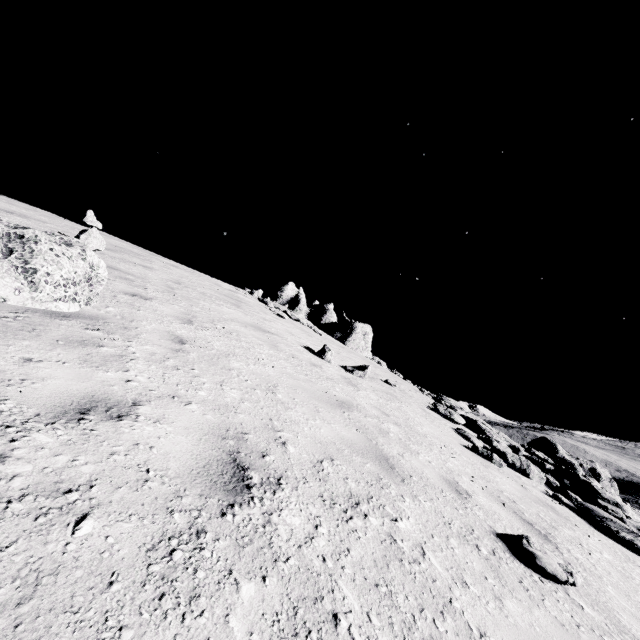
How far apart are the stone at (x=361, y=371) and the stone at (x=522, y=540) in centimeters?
629cm

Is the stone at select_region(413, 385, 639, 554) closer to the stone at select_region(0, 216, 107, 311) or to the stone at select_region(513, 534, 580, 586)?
the stone at select_region(513, 534, 580, 586)

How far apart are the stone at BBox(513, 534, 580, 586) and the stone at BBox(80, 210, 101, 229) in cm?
1554

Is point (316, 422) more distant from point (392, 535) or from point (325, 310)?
point (325, 310)

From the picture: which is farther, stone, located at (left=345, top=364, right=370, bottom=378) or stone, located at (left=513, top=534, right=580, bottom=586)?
stone, located at (left=345, top=364, right=370, bottom=378)

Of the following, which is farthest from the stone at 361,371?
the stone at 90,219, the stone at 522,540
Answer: the stone at 90,219

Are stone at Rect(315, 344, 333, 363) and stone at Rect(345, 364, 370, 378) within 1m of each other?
yes

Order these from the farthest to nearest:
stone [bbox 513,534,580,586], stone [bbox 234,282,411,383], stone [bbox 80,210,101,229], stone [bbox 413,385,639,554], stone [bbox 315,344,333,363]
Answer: stone [bbox 234,282,411,383] < stone [bbox 80,210,101,229] < stone [bbox 315,344,333,363] < stone [bbox 413,385,639,554] < stone [bbox 513,534,580,586]
